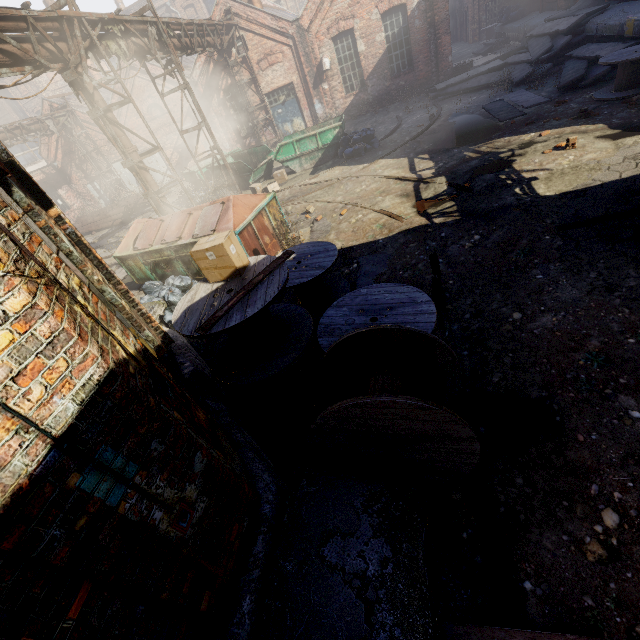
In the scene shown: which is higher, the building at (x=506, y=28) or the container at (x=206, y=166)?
the container at (x=206, y=166)

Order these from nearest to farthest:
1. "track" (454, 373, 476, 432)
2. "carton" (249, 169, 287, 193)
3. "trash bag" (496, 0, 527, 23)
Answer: "track" (454, 373, 476, 432), "carton" (249, 169, 287, 193), "trash bag" (496, 0, 527, 23)

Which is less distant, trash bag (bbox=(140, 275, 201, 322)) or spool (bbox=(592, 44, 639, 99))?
trash bag (bbox=(140, 275, 201, 322))

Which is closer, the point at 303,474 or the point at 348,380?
the point at 303,474

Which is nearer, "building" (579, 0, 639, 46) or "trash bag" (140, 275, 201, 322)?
"trash bag" (140, 275, 201, 322)

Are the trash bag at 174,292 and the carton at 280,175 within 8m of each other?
yes

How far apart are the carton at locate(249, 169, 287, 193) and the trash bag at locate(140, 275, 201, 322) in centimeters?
655cm
